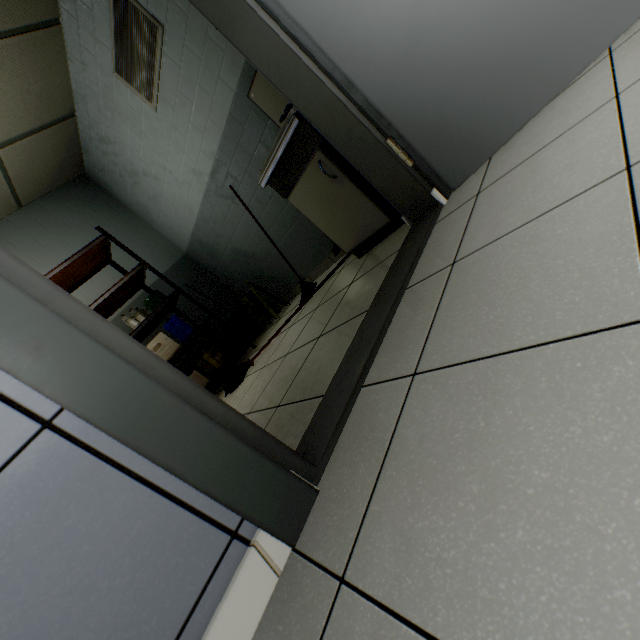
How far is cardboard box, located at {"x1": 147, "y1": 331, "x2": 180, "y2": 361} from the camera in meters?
3.5 m

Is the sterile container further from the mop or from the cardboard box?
the mop

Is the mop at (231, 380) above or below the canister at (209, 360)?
below

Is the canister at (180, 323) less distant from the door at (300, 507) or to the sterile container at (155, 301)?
the sterile container at (155, 301)

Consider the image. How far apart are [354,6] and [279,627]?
2.09m

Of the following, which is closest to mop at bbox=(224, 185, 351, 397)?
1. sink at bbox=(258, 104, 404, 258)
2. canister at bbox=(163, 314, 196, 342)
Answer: sink at bbox=(258, 104, 404, 258)

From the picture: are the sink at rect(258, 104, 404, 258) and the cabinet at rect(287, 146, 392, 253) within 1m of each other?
yes

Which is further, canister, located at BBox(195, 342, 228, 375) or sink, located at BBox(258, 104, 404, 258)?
canister, located at BBox(195, 342, 228, 375)
